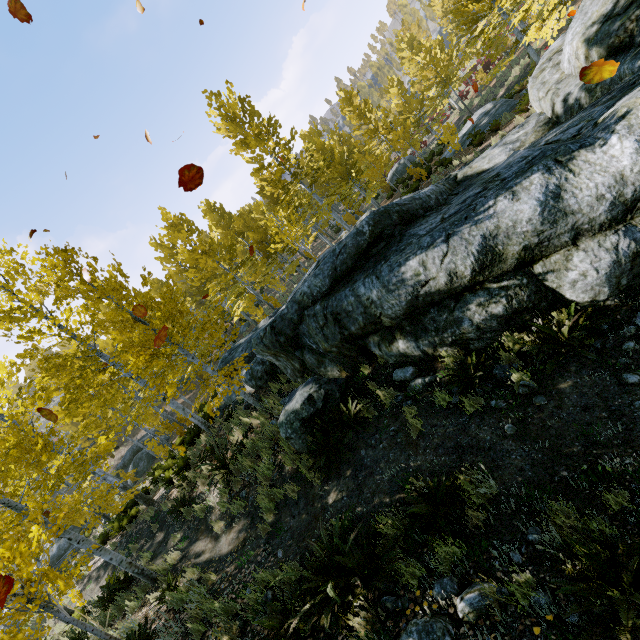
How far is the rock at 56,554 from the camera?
22.48m

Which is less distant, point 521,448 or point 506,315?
point 521,448

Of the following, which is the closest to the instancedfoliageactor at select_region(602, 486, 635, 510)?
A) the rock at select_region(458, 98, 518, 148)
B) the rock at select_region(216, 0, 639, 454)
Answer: the rock at select_region(216, 0, 639, 454)

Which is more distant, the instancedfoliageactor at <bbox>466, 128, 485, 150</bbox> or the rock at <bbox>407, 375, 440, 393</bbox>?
the instancedfoliageactor at <bbox>466, 128, 485, 150</bbox>

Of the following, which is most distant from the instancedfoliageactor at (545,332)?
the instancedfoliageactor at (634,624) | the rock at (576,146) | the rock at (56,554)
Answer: the rock at (56,554)

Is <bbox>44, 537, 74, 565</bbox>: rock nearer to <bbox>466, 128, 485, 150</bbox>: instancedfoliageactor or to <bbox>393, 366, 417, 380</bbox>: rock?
<bbox>466, 128, 485, 150</bbox>: instancedfoliageactor

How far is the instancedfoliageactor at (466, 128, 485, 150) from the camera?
14.9m

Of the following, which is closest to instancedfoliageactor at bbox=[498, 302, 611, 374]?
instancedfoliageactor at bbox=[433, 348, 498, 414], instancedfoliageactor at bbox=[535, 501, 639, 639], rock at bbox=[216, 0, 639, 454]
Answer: rock at bbox=[216, 0, 639, 454]
